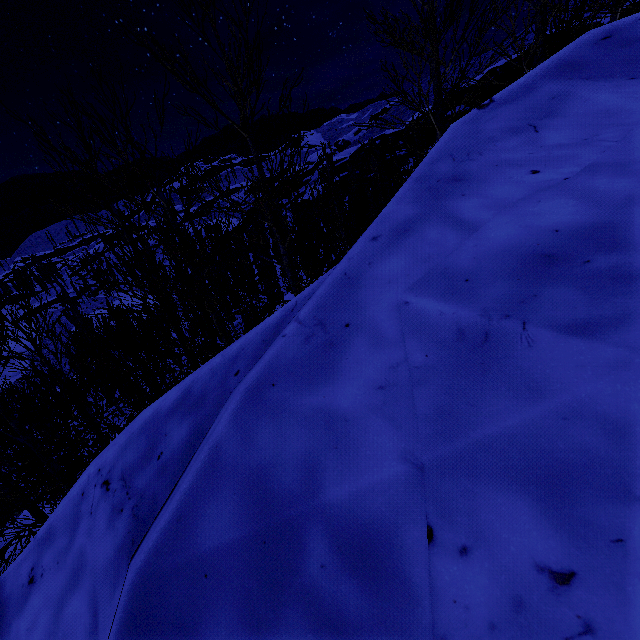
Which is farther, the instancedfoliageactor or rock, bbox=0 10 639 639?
the instancedfoliageactor

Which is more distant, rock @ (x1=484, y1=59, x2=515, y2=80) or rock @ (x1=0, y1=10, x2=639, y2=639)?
rock @ (x1=484, y1=59, x2=515, y2=80)

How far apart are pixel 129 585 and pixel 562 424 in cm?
150

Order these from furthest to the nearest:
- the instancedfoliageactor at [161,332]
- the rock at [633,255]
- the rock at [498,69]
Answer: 1. the rock at [498,69]
2. the instancedfoliageactor at [161,332]
3. the rock at [633,255]

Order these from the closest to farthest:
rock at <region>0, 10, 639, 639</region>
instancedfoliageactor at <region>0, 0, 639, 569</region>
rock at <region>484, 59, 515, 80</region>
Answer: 1. rock at <region>0, 10, 639, 639</region>
2. instancedfoliageactor at <region>0, 0, 639, 569</region>
3. rock at <region>484, 59, 515, 80</region>

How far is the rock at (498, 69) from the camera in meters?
51.3 m

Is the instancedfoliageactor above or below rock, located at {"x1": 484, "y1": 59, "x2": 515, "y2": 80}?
A: below
